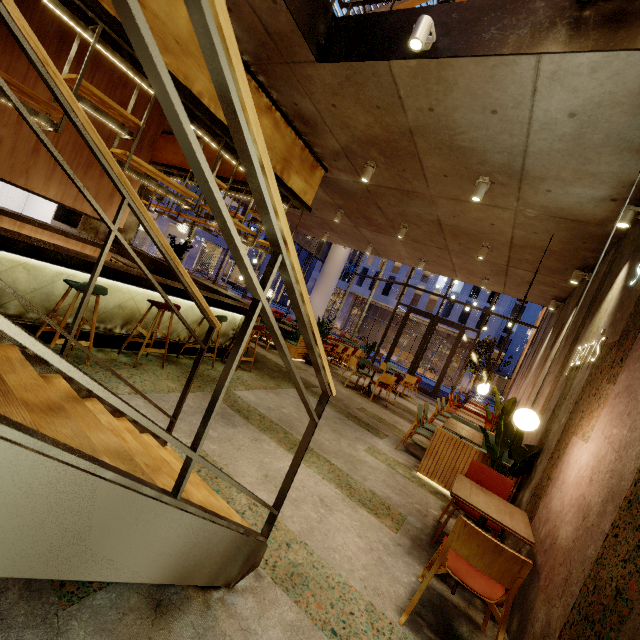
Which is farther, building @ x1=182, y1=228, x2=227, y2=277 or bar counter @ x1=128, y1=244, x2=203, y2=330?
building @ x1=182, y1=228, x2=227, y2=277

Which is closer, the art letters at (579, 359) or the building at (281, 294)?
the art letters at (579, 359)

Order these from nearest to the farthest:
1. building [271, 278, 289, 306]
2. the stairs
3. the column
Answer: the stairs < the column < building [271, 278, 289, 306]

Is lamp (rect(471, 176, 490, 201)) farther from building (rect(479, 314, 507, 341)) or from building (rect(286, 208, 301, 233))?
building (rect(479, 314, 507, 341))

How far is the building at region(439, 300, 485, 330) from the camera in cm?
3656

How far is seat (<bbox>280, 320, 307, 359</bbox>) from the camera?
9.7 meters

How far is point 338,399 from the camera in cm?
736

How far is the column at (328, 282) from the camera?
19.08m
